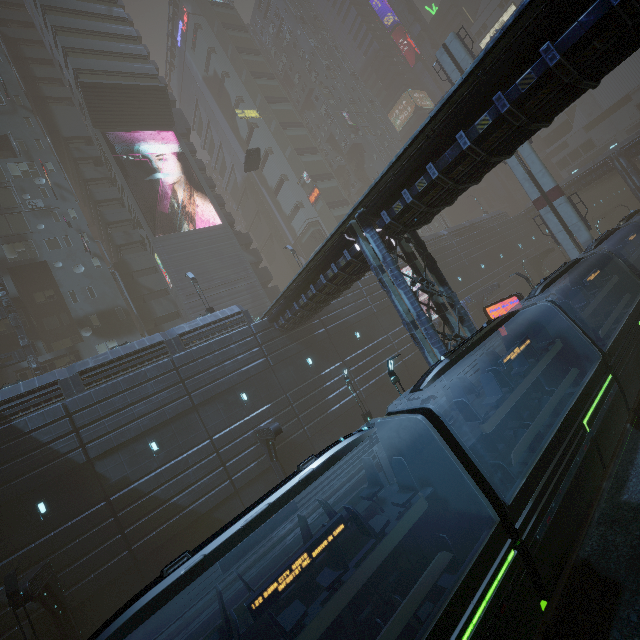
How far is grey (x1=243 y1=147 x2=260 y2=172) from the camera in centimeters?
3824cm

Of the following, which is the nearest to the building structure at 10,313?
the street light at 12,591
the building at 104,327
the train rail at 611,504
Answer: the building at 104,327

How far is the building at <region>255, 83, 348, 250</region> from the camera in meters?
58.1 m

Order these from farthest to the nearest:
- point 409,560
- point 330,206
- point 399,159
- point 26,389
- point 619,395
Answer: point 330,206 < point 26,389 < point 399,159 < point 619,395 < point 409,560

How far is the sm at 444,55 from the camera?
29.0 meters

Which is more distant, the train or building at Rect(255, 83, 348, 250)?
building at Rect(255, 83, 348, 250)

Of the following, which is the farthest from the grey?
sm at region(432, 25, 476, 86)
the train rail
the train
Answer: the train rail

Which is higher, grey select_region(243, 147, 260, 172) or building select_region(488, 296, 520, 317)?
grey select_region(243, 147, 260, 172)
